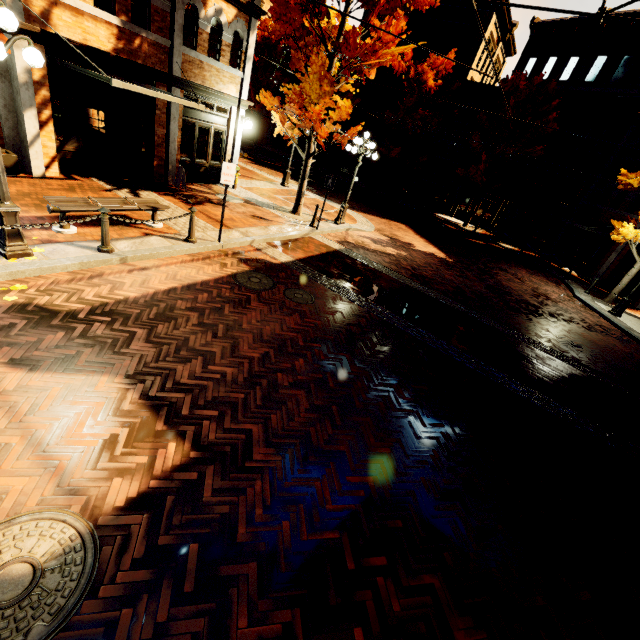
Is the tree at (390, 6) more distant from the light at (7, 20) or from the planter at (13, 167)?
the planter at (13, 167)

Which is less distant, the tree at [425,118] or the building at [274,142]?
the tree at [425,118]

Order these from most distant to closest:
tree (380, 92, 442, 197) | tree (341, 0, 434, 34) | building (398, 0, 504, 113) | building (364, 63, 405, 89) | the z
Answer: building (364, 63, 405, 89) → building (398, 0, 504, 113) → tree (380, 92, 442, 197) → the z → tree (341, 0, 434, 34)

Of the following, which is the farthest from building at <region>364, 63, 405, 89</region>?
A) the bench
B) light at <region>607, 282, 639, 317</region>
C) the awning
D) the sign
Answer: the bench

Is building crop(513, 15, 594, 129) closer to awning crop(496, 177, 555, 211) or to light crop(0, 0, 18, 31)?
awning crop(496, 177, 555, 211)

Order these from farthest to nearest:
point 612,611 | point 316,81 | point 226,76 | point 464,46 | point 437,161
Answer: point 437,161, point 464,46, point 226,76, point 316,81, point 612,611

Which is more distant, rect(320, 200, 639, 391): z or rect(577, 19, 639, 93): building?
rect(577, 19, 639, 93): building

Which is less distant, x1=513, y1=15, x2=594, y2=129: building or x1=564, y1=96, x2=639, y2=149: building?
x1=564, y1=96, x2=639, y2=149: building
